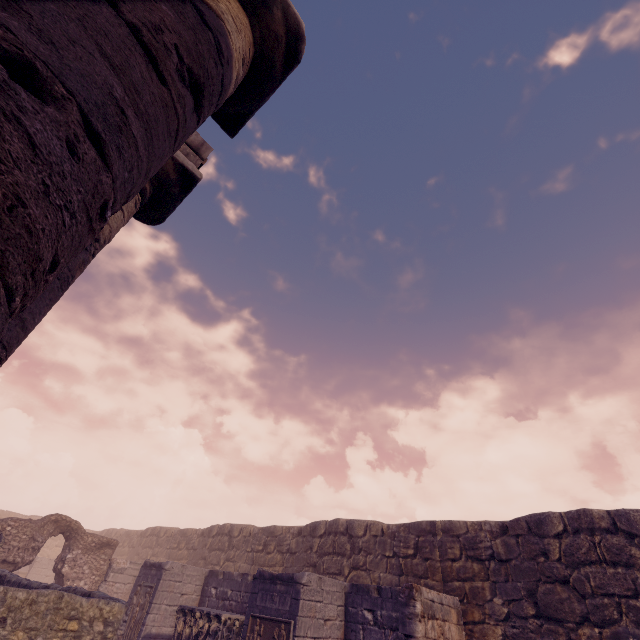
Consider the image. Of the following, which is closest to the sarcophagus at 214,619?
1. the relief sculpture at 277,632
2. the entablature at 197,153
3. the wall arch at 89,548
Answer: the relief sculpture at 277,632

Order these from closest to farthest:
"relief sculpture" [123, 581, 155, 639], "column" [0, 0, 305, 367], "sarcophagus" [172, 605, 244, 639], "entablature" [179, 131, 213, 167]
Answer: "column" [0, 0, 305, 367] → "entablature" [179, 131, 213, 167] → "sarcophagus" [172, 605, 244, 639] → "relief sculpture" [123, 581, 155, 639]

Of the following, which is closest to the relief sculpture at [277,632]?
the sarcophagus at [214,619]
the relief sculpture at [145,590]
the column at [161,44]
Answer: the sarcophagus at [214,619]

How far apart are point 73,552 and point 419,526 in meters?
14.6 m

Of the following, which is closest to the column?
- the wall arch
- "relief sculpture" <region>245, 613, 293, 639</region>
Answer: "relief sculpture" <region>245, 613, 293, 639</region>

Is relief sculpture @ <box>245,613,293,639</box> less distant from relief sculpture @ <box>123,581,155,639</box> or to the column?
relief sculpture @ <box>123,581,155,639</box>

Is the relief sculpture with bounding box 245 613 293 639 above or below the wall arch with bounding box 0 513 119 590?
below

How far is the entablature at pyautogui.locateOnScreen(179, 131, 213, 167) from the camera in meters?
4.8
